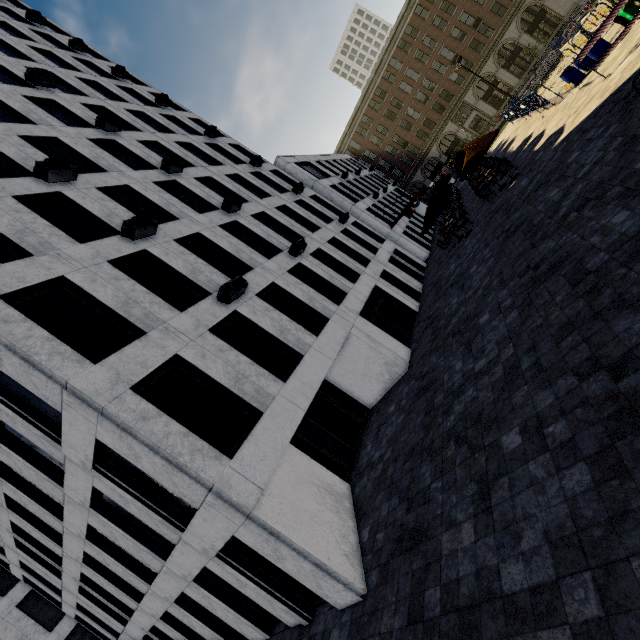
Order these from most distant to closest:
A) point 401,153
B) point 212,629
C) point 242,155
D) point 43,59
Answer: point 401,153, point 242,155, point 43,59, point 212,629

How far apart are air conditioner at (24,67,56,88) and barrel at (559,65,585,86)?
26.8m

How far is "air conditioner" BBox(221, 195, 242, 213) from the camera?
15.6 meters

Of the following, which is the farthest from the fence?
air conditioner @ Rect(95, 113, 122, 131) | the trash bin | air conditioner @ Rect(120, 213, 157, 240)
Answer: air conditioner @ Rect(95, 113, 122, 131)

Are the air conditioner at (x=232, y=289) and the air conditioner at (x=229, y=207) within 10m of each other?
yes

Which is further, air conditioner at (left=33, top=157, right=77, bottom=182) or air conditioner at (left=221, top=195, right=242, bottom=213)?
air conditioner at (left=221, top=195, right=242, bottom=213)

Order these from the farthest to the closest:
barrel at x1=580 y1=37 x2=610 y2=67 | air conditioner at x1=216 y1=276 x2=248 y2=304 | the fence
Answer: the fence, barrel at x1=580 y1=37 x2=610 y2=67, air conditioner at x1=216 y1=276 x2=248 y2=304

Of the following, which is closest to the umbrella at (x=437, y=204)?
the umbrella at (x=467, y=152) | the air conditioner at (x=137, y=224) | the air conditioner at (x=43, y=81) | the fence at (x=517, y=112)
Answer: the umbrella at (x=467, y=152)
